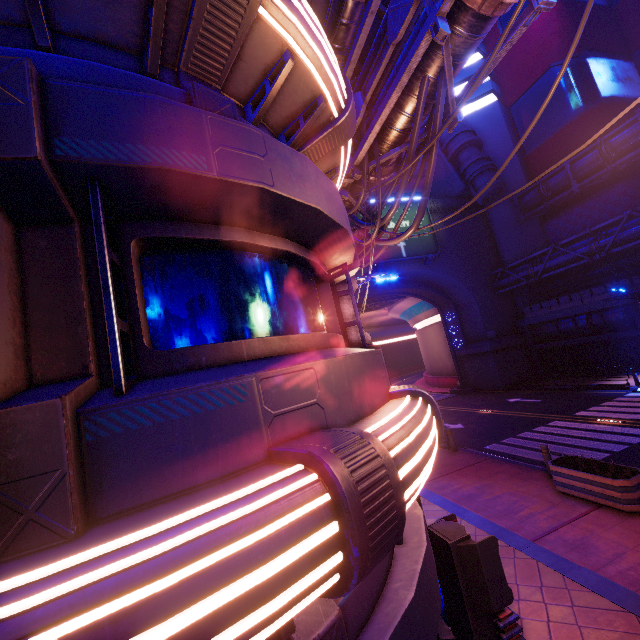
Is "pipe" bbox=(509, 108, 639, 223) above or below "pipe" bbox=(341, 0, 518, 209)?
above

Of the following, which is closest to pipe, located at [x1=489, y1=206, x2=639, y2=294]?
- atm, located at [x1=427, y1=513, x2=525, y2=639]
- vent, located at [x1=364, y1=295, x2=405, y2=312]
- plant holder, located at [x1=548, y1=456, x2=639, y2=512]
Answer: vent, located at [x1=364, y1=295, x2=405, y2=312]

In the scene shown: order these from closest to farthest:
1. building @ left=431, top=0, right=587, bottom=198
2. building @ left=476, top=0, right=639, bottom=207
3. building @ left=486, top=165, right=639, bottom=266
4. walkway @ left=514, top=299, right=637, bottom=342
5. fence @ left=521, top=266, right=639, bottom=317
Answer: fence @ left=521, top=266, right=639, bottom=317 → walkway @ left=514, top=299, right=637, bottom=342 → building @ left=486, top=165, right=639, bottom=266 → building @ left=476, top=0, right=639, bottom=207 → building @ left=431, top=0, right=587, bottom=198

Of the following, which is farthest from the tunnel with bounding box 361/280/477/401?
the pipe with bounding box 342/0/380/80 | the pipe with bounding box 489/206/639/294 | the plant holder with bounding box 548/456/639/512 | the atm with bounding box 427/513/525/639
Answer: the atm with bounding box 427/513/525/639

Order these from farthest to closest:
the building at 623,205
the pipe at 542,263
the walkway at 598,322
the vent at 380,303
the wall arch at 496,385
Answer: the vent at 380,303 < the wall arch at 496,385 < the building at 623,205 < the walkway at 598,322 < the pipe at 542,263

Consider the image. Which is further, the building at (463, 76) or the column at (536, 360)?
the building at (463, 76)

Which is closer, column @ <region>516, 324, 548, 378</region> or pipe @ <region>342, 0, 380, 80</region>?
pipe @ <region>342, 0, 380, 80</region>

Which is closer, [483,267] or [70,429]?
[70,429]
